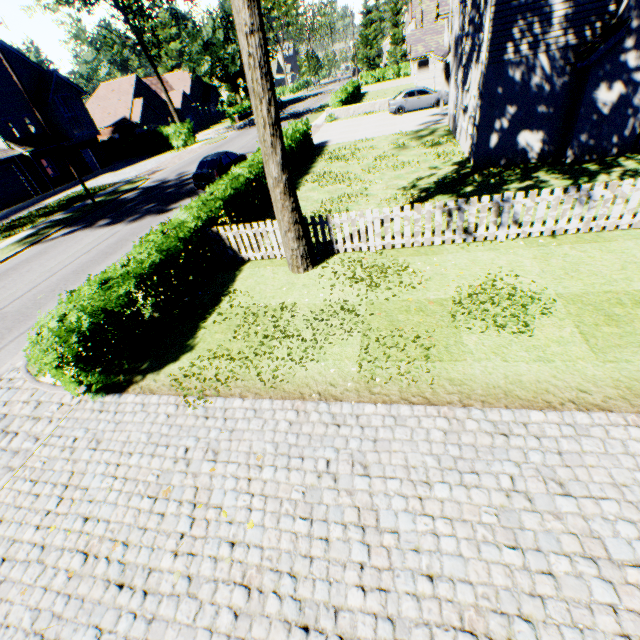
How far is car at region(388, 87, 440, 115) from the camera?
25.5 meters

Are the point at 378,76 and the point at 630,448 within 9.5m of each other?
no

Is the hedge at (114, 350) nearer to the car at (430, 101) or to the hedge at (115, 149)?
the car at (430, 101)

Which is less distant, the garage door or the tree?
the tree

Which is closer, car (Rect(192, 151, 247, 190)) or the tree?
the tree

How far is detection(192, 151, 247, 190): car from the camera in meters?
18.1 m

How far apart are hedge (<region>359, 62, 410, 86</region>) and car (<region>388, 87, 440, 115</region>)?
34.82m

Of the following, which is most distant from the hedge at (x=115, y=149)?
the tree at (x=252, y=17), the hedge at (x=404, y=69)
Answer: the hedge at (x=404, y=69)
